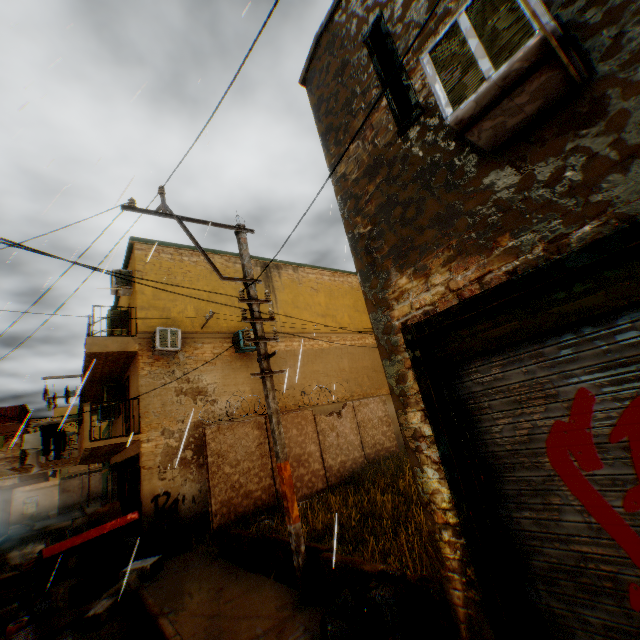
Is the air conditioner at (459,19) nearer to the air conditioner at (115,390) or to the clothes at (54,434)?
the clothes at (54,434)

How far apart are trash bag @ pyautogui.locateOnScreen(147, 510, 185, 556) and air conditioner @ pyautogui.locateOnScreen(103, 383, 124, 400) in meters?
5.9 m

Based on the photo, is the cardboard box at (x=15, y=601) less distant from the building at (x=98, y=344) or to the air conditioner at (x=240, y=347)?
the building at (x=98, y=344)

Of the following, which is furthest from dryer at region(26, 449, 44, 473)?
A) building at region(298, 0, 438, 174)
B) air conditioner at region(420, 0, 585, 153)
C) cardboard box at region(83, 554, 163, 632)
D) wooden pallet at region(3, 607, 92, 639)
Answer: air conditioner at region(420, 0, 585, 153)

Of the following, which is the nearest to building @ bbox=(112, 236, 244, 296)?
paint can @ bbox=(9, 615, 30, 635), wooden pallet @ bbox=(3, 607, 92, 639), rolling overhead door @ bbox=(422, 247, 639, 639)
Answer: rolling overhead door @ bbox=(422, 247, 639, 639)

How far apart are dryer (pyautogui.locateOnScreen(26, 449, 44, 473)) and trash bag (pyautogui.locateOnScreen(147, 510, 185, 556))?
4.2 meters

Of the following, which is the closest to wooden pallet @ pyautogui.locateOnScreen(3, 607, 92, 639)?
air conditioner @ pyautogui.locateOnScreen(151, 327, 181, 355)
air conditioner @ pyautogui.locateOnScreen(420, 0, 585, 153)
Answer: air conditioner @ pyautogui.locateOnScreen(151, 327, 181, 355)

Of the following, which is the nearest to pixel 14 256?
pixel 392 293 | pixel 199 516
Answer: pixel 199 516
